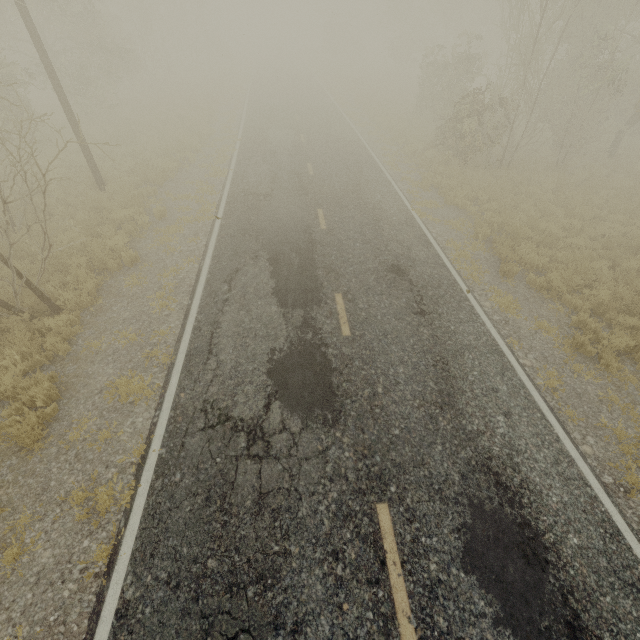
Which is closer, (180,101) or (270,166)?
(270,166)
